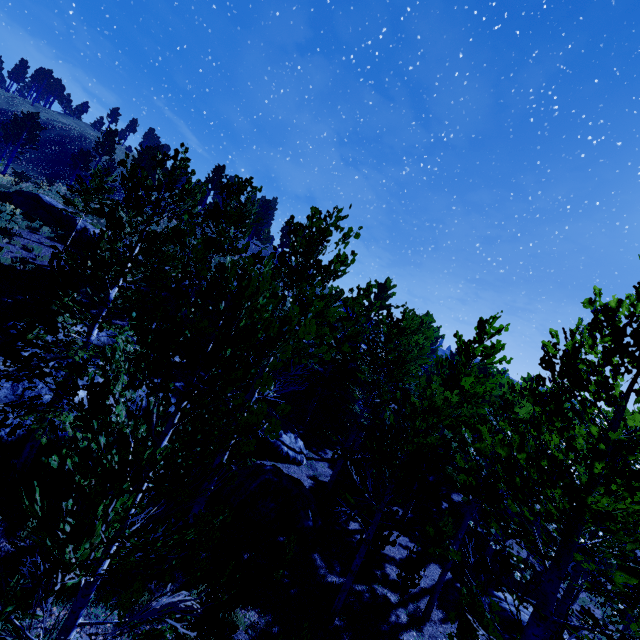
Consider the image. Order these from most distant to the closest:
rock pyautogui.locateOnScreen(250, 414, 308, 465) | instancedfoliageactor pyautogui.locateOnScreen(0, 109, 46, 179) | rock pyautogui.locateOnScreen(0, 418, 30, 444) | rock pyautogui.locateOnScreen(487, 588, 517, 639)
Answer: instancedfoliageactor pyautogui.locateOnScreen(0, 109, 46, 179), rock pyautogui.locateOnScreen(250, 414, 308, 465), rock pyautogui.locateOnScreen(487, 588, 517, 639), rock pyautogui.locateOnScreen(0, 418, 30, 444)

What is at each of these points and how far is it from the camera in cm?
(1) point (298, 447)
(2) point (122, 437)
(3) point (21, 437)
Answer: (1) rock, 1722
(2) rock, 1127
(3) rock, 929

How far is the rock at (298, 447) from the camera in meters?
15.0

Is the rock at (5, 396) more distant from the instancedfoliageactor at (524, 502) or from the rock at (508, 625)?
the rock at (508, 625)

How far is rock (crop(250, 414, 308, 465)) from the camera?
15.0m

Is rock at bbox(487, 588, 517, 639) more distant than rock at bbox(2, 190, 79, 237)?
No
